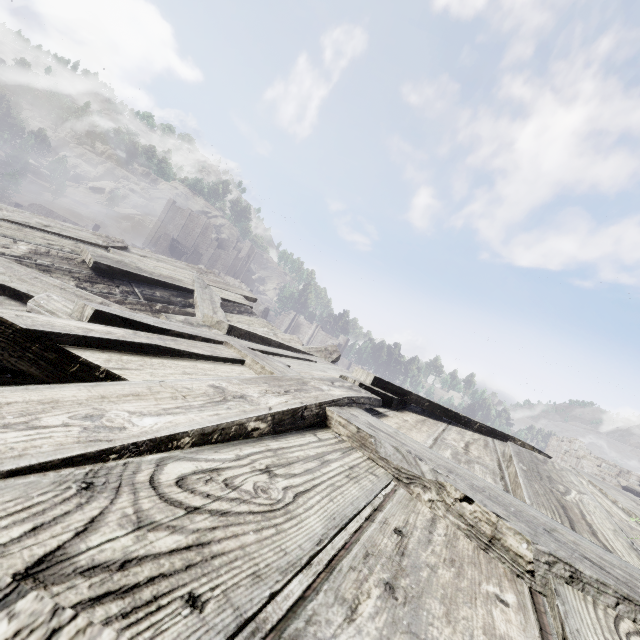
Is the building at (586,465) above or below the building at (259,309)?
above

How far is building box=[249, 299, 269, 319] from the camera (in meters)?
43.53

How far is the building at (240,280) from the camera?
45.6 meters

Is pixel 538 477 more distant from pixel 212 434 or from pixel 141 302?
pixel 141 302

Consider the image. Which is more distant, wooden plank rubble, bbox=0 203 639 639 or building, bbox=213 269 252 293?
building, bbox=213 269 252 293

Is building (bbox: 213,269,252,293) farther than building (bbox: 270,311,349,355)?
No
